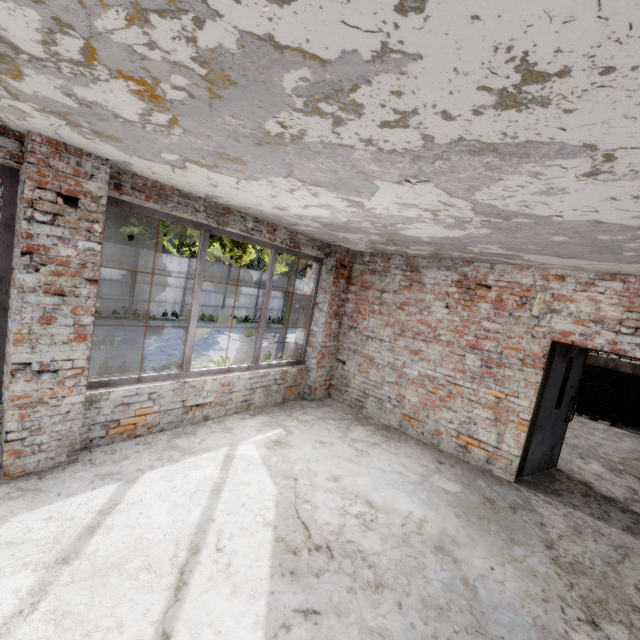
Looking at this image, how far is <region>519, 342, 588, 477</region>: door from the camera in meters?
4.9

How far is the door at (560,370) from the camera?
4.88m

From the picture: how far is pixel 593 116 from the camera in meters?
1.2

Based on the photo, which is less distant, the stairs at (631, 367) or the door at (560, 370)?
the door at (560, 370)

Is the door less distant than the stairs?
Yes
